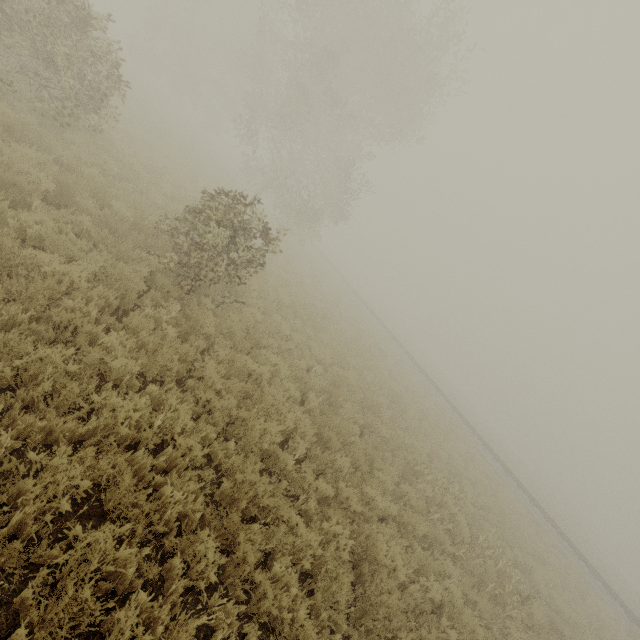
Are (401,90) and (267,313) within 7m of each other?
no
